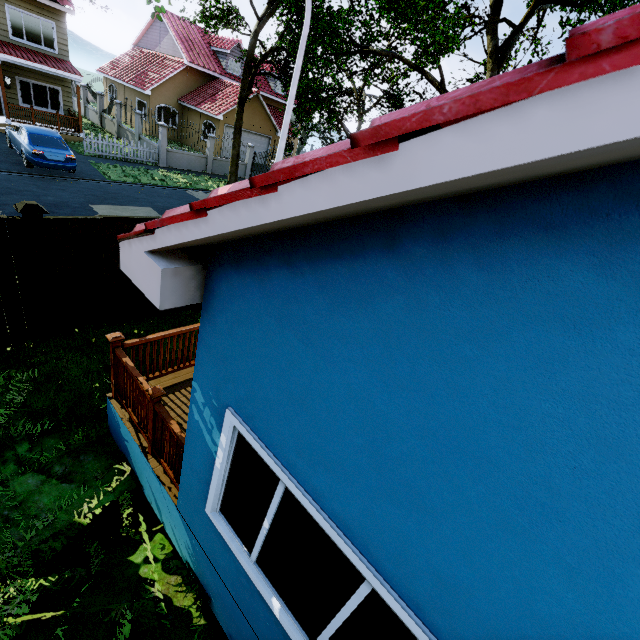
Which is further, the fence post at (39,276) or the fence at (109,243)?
the fence at (109,243)

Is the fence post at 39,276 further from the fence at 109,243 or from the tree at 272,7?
the tree at 272,7

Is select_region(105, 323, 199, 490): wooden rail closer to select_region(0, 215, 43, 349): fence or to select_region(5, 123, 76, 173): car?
select_region(0, 215, 43, 349): fence

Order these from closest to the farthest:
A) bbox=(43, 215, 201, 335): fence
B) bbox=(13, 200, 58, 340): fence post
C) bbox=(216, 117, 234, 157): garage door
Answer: bbox=(13, 200, 58, 340): fence post < bbox=(43, 215, 201, 335): fence < bbox=(216, 117, 234, 157): garage door

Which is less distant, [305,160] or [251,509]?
[305,160]

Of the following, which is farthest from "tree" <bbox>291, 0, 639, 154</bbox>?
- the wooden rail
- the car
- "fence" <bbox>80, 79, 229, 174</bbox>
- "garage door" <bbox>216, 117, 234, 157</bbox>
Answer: the car

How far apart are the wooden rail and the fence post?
2.6m

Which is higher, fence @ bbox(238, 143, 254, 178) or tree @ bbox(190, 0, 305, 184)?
tree @ bbox(190, 0, 305, 184)
